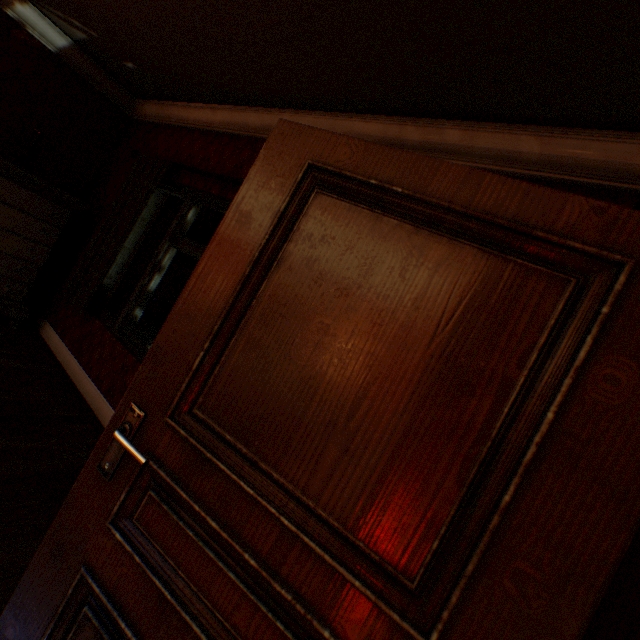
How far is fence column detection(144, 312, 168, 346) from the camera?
16.39m

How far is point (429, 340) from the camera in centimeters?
78cm

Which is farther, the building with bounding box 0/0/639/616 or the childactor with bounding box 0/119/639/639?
the building with bounding box 0/0/639/616

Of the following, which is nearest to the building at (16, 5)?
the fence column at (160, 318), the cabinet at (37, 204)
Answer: the cabinet at (37, 204)

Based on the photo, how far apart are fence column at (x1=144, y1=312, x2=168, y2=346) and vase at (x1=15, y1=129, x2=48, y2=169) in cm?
1385

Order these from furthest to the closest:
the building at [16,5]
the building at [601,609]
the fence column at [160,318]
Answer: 1. the fence column at [160,318]
2. the building at [16,5]
3. the building at [601,609]

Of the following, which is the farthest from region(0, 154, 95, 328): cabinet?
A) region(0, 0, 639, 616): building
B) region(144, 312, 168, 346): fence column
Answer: region(144, 312, 168, 346): fence column
